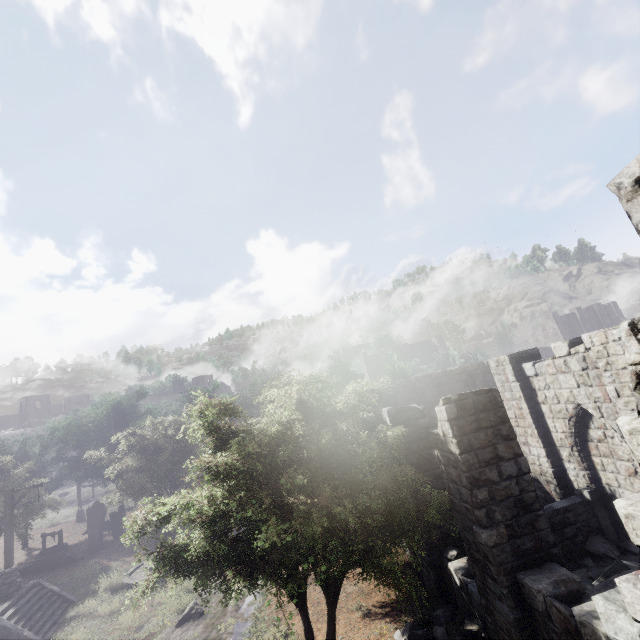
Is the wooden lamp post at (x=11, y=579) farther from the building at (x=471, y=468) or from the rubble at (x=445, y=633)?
the rubble at (x=445, y=633)

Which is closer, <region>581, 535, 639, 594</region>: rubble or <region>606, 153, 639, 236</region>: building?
<region>606, 153, 639, 236</region>: building

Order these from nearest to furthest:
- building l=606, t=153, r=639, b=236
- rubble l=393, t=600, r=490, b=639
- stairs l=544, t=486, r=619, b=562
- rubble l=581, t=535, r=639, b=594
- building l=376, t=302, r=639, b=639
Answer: building l=606, t=153, r=639, b=236
building l=376, t=302, r=639, b=639
rubble l=581, t=535, r=639, b=594
rubble l=393, t=600, r=490, b=639
stairs l=544, t=486, r=619, b=562

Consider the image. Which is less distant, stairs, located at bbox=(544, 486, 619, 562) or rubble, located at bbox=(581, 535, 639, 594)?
rubble, located at bbox=(581, 535, 639, 594)

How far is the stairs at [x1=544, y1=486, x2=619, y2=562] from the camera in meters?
9.3

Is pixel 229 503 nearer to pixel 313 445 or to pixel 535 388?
pixel 313 445

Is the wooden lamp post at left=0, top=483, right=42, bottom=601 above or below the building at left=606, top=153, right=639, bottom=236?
below

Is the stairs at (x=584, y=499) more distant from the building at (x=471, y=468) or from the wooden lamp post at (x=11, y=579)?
the wooden lamp post at (x=11, y=579)
